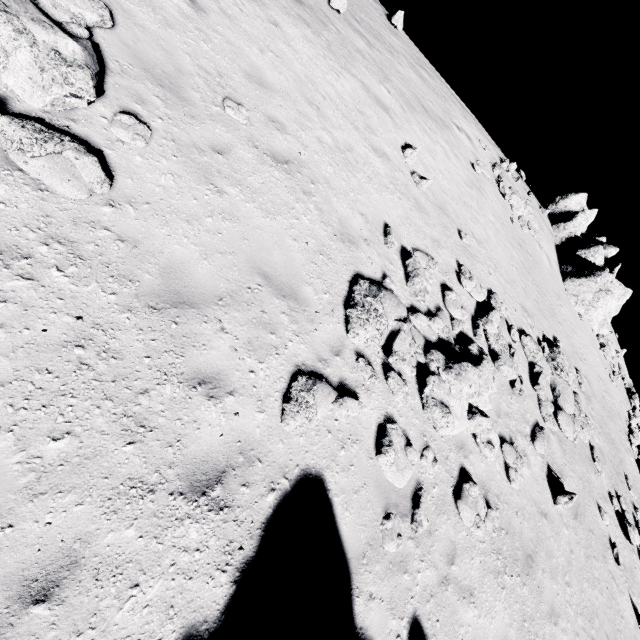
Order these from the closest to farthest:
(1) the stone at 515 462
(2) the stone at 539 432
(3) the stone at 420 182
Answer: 1. (1) the stone at 515 462
2. (2) the stone at 539 432
3. (3) the stone at 420 182

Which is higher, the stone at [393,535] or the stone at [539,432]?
the stone at [539,432]

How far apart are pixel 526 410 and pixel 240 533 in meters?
9.7

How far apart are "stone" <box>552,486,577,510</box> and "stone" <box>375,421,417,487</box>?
6.33m

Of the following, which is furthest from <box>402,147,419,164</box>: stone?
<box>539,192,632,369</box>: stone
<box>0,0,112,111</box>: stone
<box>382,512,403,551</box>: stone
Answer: <box>539,192,632,369</box>: stone

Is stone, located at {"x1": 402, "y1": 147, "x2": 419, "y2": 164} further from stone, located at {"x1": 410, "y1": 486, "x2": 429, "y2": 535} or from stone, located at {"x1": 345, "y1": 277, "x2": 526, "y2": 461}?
stone, located at {"x1": 410, "y1": 486, "x2": 429, "y2": 535}

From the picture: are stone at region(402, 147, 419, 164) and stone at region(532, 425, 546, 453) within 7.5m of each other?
no

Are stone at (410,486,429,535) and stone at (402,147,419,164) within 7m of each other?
no
